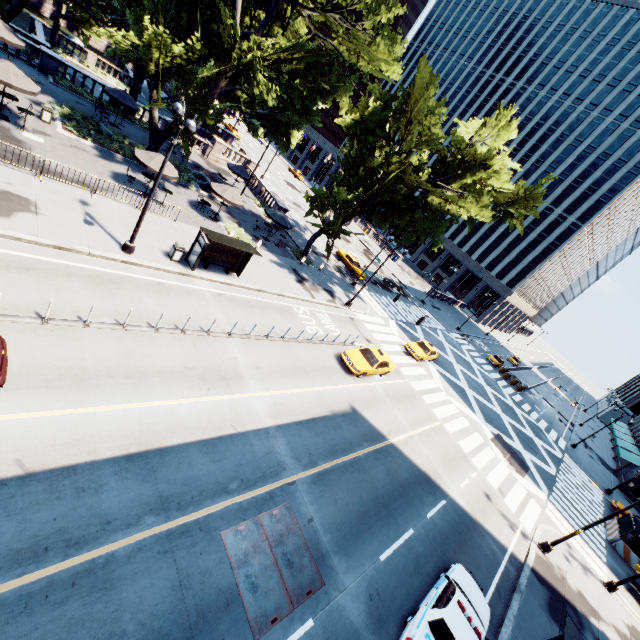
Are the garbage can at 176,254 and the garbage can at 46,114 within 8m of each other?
Answer: no

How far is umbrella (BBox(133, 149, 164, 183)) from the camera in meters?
19.7 m

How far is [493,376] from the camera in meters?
44.8 m

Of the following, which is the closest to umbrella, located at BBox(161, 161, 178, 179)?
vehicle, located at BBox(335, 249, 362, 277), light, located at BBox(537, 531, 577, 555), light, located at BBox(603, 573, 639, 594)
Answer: vehicle, located at BBox(335, 249, 362, 277)

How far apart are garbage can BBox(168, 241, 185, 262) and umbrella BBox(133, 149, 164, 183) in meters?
5.8

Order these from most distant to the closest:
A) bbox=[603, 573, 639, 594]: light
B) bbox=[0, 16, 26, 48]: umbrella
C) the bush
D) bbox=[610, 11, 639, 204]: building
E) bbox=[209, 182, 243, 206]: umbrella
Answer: bbox=[610, 11, 639, 204]: building, bbox=[209, 182, 243, 206]: umbrella, the bush, bbox=[0, 16, 26, 48]: umbrella, bbox=[603, 573, 639, 594]: light

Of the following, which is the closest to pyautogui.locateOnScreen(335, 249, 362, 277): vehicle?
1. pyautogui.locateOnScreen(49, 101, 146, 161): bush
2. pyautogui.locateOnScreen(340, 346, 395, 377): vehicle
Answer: pyautogui.locateOnScreen(340, 346, 395, 377): vehicle

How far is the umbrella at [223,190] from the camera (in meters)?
23.92
